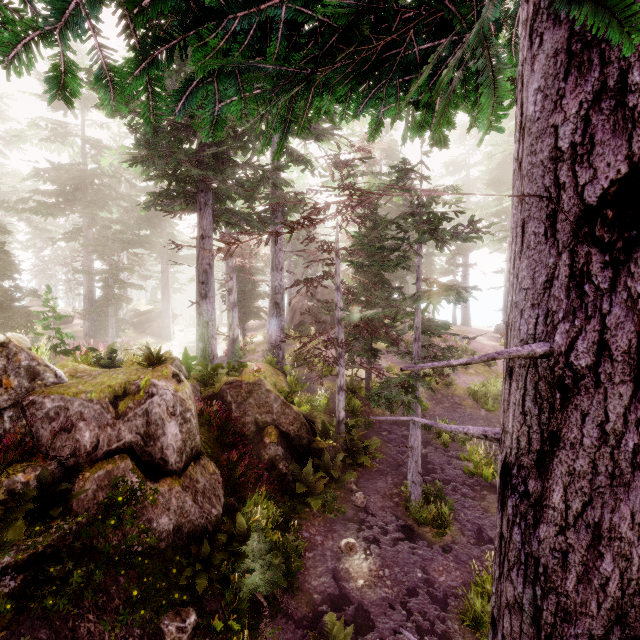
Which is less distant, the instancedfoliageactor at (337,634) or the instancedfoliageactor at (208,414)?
the instancedfoliageactor at (337,634)

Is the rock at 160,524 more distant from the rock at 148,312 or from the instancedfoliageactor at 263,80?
the rock at 148,312

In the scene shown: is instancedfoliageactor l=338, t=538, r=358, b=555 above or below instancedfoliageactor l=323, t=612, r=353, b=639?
below

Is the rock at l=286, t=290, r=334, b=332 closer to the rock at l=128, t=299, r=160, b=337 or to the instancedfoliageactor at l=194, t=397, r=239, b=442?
the instancedfoliageactor at l=194, t=397, r=239, b=442

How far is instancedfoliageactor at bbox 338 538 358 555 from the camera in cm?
896

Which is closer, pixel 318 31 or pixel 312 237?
pixel 318 31

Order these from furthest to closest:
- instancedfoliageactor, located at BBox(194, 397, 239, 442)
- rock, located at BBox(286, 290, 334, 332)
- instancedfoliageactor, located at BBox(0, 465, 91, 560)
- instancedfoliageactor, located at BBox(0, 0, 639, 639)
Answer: rock, located at BBox(286, 290, 334, 332)
instancedfoliageactor, located at BBox(194, 397, 239, 442)
instancedfoliageactor, located at BBox(0, 465, 91, 560)
instancedfoliageactor, located at BBox(0, 0, 639, 639)

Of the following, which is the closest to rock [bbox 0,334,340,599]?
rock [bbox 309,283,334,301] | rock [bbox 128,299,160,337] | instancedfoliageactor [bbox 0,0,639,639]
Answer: instancedfoliageactor [bbox 0,0,639,639]
